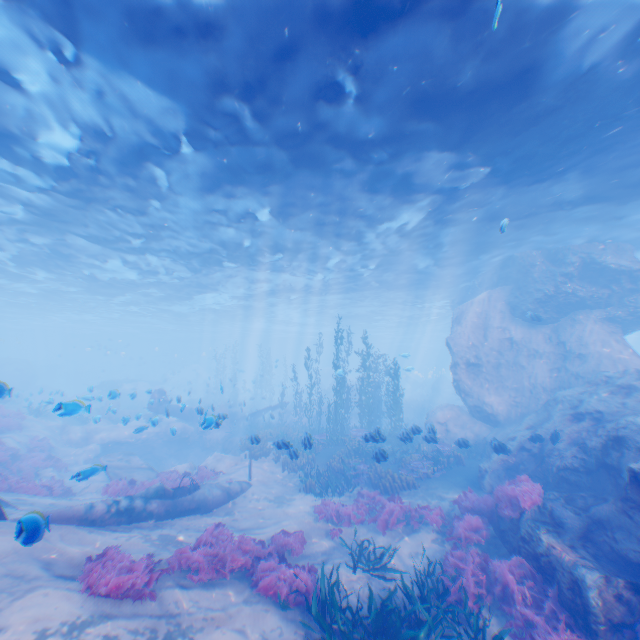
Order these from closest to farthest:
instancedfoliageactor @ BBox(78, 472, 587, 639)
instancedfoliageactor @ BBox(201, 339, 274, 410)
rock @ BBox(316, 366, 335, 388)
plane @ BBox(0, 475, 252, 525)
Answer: instancedfoliageactor @ BBox(78, 472, 587, 639) < plane @ BBox(0, 475, 252, 525) < instancedfoliageactor @ BBox(201, 339, 274, 410) < rock @ BBox(316, 366, 335, 388)

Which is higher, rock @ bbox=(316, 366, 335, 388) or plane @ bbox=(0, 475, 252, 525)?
rock @ bbox=(316, 366, 335, 388)

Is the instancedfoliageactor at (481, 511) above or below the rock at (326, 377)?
below

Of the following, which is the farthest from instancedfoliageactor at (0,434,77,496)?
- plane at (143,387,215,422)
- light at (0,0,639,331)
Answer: light at (0,0,639,331)

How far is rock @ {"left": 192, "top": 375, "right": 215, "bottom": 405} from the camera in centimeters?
3924cm

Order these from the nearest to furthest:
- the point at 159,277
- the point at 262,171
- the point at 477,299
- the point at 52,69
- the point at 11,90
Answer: the point at 52,69
the point at 11,90
the point at 262,171
the point at 477,299
the point at 159,277

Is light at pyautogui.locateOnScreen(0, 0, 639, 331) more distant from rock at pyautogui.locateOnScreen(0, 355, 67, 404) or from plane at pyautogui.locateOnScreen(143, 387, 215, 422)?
plane at pyautogui.locateOnScreen(143, 387, 215, 422)

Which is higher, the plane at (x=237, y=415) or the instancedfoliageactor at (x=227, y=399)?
the instancedfoliageactor at (x=227, y=399)
